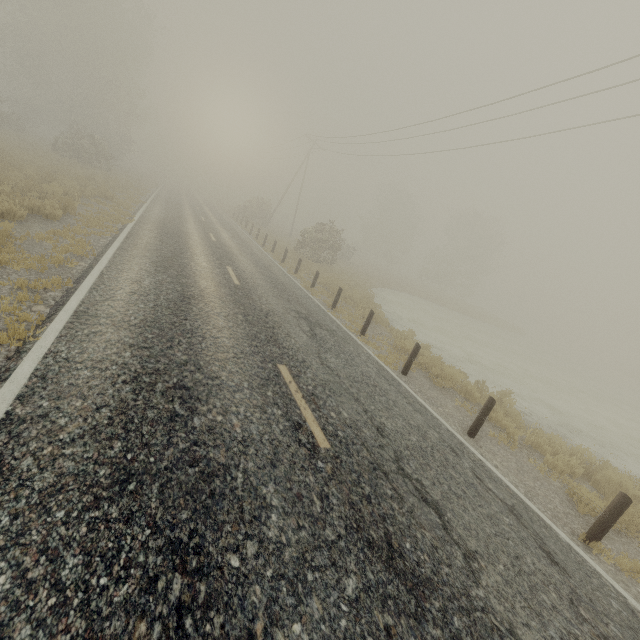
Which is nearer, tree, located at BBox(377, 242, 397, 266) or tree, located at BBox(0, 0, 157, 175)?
tree, located at BBox(0, 0, 157, 175)

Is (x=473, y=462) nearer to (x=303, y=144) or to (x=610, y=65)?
(x=610, y=65)

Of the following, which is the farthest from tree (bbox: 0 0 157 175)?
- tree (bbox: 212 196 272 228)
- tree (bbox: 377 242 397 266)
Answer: tree (bbox: 377 242 397 266)

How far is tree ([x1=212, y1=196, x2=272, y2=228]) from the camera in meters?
37.2

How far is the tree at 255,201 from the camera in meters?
37.2 m

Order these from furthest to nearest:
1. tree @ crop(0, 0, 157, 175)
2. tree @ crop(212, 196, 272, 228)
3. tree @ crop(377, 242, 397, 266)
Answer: tree @ crop(377, 242, 397, 266)
tree @ crop(212, 196, 272, 228)
tree @ crop(0, 0, 157, 175)

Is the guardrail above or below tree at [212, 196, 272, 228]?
below

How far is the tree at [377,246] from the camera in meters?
56.9
